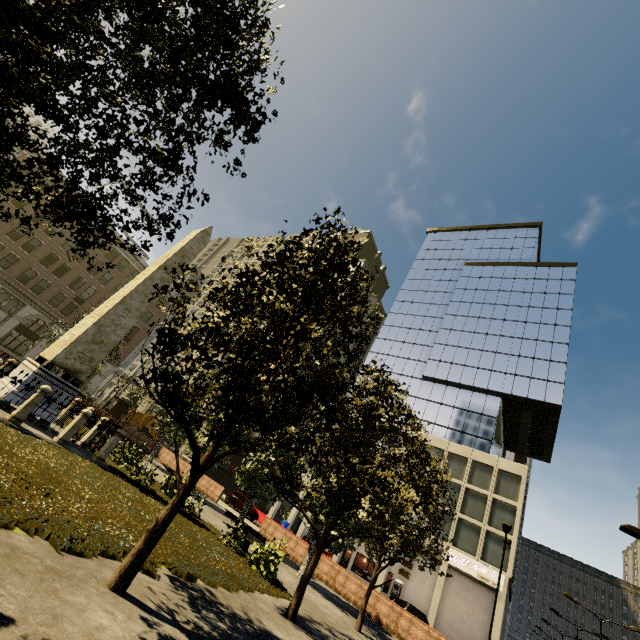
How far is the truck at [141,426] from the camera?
44.3 meters

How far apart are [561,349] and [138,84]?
49.09m

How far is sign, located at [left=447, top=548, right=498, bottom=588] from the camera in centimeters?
2795cm

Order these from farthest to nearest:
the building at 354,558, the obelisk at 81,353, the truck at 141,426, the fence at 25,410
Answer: the truck at 141,426
the building at 354,558
the obelisk at 81,353
the fence at 25,410

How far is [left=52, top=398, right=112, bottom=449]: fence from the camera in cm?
1173

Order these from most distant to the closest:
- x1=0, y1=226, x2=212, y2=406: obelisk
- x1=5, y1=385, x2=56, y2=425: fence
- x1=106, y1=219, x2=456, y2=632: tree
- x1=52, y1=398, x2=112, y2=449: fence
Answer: x1=0, y1=226, x2=212, y2=406: obelisk
x1=52, y1=398, x2=112, y2=449: fence
x1=5, y1=385, x2=56, y2=425: fence
x1=106, y1=219, x2=456, y2=632: tree

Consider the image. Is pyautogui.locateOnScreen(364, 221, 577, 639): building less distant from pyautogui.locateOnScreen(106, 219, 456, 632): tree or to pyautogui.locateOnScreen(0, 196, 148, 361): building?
pyautogui.locateOnScreen(0, 196, 148, 361): building

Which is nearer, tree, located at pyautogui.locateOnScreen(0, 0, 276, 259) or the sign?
tree, located at pyautogui.locateOnScreen(0, 0, 276, 259)
